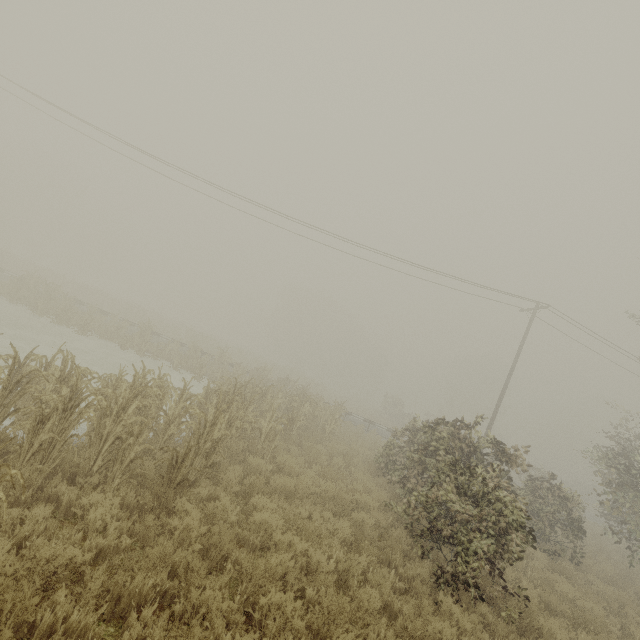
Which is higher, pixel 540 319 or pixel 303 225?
pixel 540 319

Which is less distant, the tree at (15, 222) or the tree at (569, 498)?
the tree at (15, 222)

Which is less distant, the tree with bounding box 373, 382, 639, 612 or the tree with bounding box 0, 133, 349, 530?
the tree with bounding box 0, 133, 349, 530
